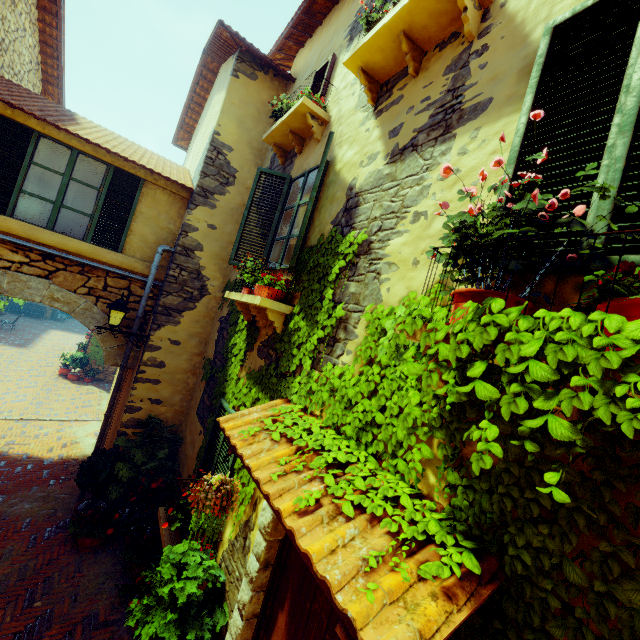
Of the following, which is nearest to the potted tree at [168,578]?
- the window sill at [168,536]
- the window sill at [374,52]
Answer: the window sill at [168,536]

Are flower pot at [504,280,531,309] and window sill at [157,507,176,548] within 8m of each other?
yes

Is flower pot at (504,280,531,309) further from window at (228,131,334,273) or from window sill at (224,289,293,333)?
window sill at (224,289,293,333)

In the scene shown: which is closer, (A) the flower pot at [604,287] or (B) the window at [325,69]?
(A) the flower pot at [604,287]

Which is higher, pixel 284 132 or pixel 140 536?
pixel 284 132

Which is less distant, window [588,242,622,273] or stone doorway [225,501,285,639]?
window [588,242,622,273]

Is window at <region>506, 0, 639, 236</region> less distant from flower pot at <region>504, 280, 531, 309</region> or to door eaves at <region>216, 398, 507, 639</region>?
flower pot at <region>504, 280, 531, 309</region>

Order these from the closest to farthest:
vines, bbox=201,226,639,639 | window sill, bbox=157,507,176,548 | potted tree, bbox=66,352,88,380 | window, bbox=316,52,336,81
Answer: vines, bbox=201,226,639,639
window sill, bbox=157,507,176,548
window, bbox=316,52,336,81
potted tree, bbox=66,352,88,380
